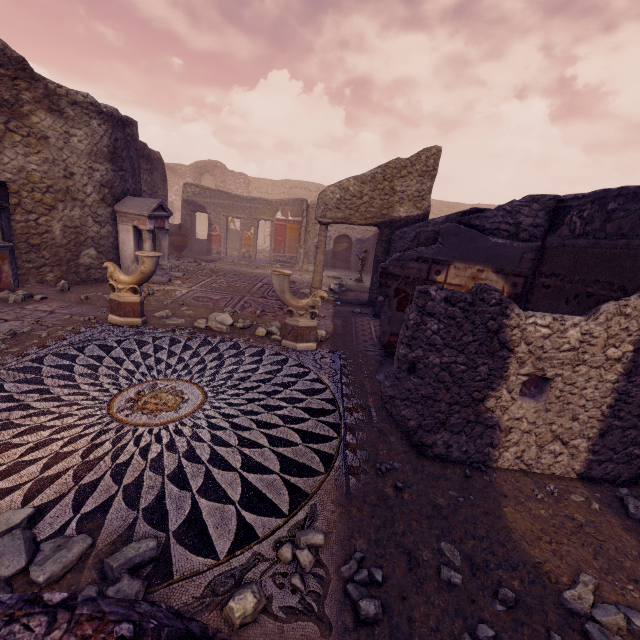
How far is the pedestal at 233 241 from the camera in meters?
19.3

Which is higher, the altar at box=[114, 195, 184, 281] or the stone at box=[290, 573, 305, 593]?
the altar at box=[114, 195, 184, 281]

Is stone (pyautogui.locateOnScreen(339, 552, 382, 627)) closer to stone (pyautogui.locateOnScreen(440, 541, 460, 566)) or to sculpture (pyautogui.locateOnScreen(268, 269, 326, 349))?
stone (pyautogui.locateOnScreen(440, 541, 460, 566))

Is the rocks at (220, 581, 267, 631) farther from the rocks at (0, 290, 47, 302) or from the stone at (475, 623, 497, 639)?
the rocks at (0, 290, 47, 302)

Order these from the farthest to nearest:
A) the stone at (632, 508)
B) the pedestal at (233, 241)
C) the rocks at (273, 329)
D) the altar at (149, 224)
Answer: the pedestal at (233, 241) → the altar at (149, 224) → the rocks at (273, 329) → the stone at (632, 508)

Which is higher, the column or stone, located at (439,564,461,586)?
the column

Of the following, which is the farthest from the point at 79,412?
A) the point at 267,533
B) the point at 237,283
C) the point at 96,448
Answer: the point at 237,283

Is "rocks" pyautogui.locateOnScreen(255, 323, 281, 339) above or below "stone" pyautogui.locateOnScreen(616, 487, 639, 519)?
above
